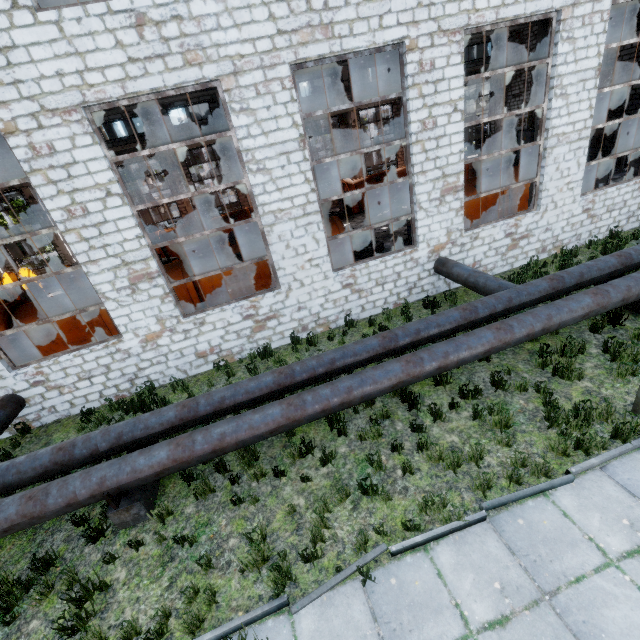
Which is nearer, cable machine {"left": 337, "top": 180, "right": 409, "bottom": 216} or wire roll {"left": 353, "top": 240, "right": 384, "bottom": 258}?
wire roll {"left": 353, "top": 240, "right": 384, "bottom": 258}

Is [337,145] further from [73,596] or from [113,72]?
[73,596]

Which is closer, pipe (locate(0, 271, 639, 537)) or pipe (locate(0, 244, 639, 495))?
pipe (locate(0, 271, 639, 537))

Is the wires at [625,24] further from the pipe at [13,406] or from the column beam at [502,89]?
the pipe at [13,406]

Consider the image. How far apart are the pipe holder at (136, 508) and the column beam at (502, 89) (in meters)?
33.51

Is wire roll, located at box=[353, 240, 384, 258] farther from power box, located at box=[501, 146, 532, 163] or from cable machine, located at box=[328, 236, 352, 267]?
power box, located at box=[501, 146, 532, 163]

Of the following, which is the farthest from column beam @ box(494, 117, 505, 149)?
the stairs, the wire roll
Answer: the wire roll

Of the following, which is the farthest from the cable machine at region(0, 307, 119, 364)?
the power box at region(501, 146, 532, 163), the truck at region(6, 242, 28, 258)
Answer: the truck at region(6, 242, 28, 258)
